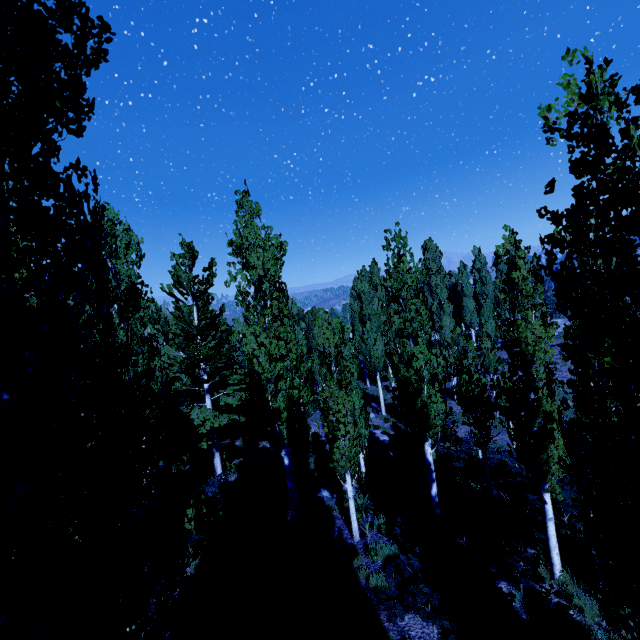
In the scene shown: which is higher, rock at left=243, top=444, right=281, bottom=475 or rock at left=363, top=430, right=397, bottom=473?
rock at left=243, top=444, right=281, bottom=475

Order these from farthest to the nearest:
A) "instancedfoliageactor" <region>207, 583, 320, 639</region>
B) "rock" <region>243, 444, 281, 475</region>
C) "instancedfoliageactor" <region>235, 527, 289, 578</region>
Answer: "rock" <region>243, 444, 281, 475</region> → "instancedfoliageactor" <region>235, 527, 289, 578</region> → "instancedfoliageactor" <region>207, 583, 320, 639</region>

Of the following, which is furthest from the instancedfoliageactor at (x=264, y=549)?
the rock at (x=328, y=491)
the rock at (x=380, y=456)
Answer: A: the rock at (x=328, y=491)

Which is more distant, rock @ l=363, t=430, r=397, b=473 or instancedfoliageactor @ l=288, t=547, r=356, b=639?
rock @ l=363, t=430, r=397, b=473

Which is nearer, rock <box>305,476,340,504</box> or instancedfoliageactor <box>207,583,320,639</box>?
instancedfoliageactor <box>207,583,320,639</box>

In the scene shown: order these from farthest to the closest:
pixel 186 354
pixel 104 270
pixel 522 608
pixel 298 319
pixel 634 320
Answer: pixel 298 319
pixel 186 354
pixel 522 608
pixel 634 320
pixel 104 270

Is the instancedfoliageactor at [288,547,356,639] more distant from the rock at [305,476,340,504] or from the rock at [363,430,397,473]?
the rock at [305,476,340,504]
